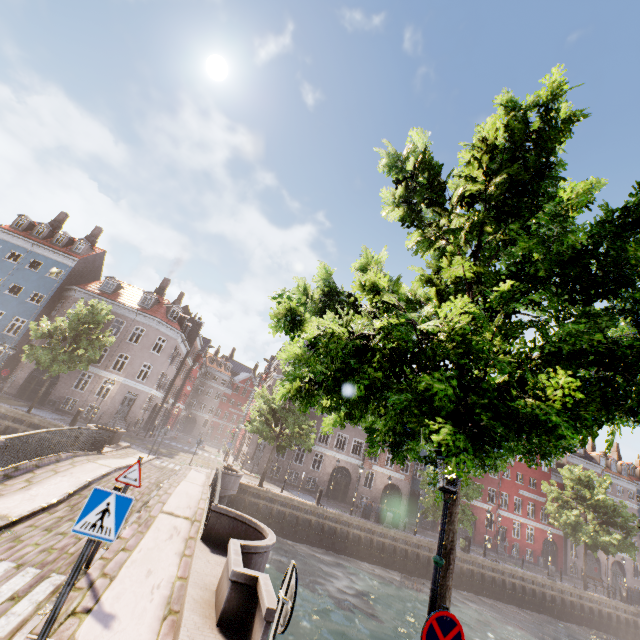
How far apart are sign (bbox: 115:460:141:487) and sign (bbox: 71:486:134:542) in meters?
3.0 m

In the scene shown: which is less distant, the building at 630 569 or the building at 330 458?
the building at 330 458

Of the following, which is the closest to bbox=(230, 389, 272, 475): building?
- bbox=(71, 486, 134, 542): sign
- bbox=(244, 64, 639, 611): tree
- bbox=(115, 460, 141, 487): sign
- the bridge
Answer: bbox=(244, 64, 639, 611): tree

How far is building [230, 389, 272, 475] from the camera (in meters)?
32.91

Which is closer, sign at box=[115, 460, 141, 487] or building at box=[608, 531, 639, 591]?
sign at box=[115, 460, 141, 487]

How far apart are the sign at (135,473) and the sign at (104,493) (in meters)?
2.98

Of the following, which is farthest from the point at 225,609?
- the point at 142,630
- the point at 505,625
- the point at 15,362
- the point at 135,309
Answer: the point at 15,362

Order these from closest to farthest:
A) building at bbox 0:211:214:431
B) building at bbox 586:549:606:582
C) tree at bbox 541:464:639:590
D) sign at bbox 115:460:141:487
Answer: sign at bbox 115:460:141:487
tree at bbox 541:464:639:590
building at bbox 0:211:214:431
building at bbox 586:549:606:582
